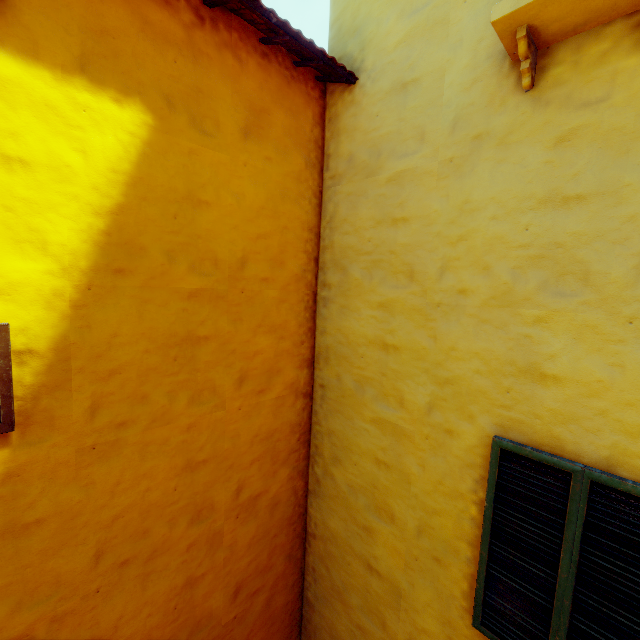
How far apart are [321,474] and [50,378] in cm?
304

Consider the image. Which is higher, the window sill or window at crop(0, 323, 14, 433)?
the window sill

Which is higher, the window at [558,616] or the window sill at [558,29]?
the window sill at [558,29]

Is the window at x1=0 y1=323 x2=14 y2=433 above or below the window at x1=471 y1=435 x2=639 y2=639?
above

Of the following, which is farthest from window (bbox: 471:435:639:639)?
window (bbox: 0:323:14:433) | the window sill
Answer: window (bbox: 0:323:14:433)

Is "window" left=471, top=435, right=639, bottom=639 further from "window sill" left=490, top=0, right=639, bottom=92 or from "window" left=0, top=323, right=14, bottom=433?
"window" left=0, top=323, right=14, bottom=433

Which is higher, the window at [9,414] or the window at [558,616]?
the window at [9,414]

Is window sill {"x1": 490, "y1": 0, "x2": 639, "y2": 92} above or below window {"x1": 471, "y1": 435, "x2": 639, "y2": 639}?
above
